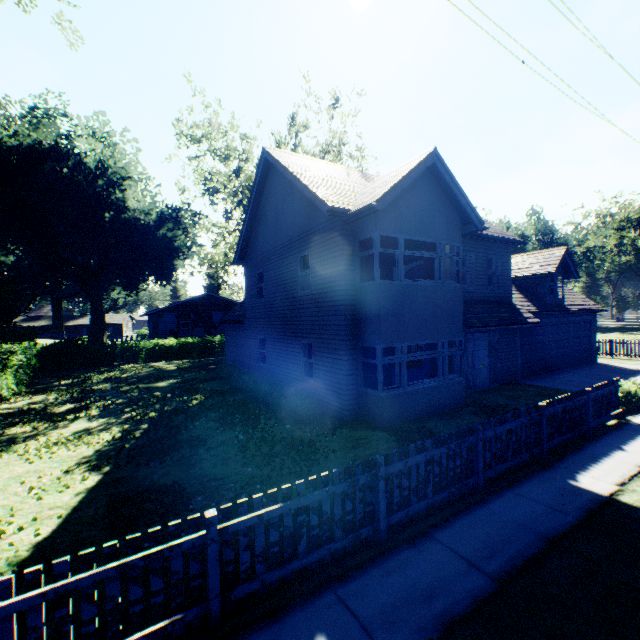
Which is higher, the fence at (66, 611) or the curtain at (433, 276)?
the curtain at (433, 276)

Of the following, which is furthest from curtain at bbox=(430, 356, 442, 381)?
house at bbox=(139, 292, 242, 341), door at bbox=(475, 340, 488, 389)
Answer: house at bbox=(139, 292, 242, 341)

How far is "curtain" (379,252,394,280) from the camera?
10.5m

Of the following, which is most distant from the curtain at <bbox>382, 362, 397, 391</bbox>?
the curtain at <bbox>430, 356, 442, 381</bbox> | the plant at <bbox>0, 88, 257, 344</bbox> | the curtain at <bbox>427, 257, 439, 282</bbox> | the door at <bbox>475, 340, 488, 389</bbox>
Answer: the plant at <bbox>0, 88, 257, 344</bbox>

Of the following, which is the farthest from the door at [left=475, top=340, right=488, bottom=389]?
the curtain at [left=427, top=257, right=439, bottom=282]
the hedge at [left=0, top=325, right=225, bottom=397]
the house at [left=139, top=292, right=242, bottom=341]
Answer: the house at [left=139, top=292, right=242, bottom=341]

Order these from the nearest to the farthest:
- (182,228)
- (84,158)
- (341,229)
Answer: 1. (341,229)
2. (182,228)
3. (84,158)

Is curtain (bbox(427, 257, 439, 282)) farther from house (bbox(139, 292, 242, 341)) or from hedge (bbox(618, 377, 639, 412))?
house (bbox(139, 292, 242, 341))

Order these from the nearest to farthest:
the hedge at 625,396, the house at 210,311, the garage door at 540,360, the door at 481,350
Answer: the hedge at 625,396 → the door at 481,350 → the garage door at 540,360 → the house at 210,311
